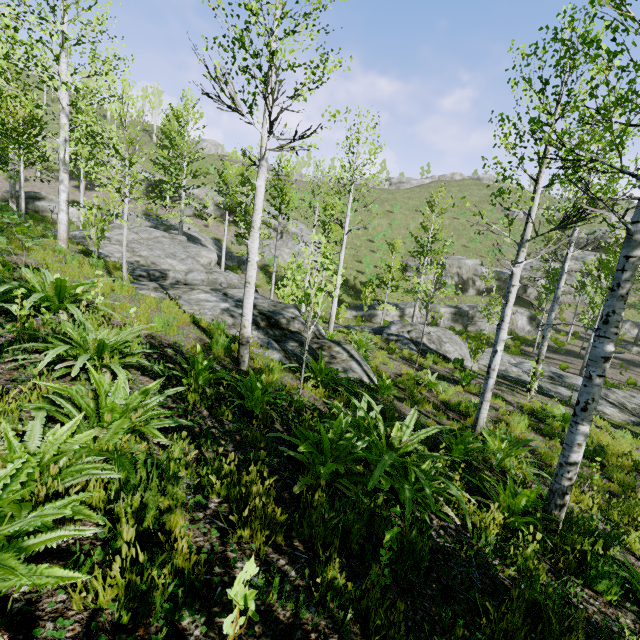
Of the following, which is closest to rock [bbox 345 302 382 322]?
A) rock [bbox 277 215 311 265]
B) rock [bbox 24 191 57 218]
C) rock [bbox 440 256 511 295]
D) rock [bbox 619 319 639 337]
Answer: rock [bbox 440 256 511 295]

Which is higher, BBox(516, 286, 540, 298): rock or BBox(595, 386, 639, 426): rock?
BBox(516, 286, 540, 298): rock

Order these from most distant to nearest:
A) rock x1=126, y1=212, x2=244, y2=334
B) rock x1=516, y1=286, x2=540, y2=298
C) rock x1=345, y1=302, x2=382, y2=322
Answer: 1. rock x1=516, y1=286, x2=540, y2=298
2. rock x1=345, y1=302, x2=382, y2=322
3. rock x1=126, y1=212, x2=244, y2=334

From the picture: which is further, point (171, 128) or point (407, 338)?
point (171, 128)

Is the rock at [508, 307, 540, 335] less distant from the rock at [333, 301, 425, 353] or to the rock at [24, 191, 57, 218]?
the rock at [333, 301, 425, 353]

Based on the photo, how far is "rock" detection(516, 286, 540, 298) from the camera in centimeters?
3728cm

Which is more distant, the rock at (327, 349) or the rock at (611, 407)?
the rock at (611, 407)

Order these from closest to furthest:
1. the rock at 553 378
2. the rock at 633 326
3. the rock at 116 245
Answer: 1. the rock at 553 378
2. the rock at 116 245
3. the rock at 633 326
